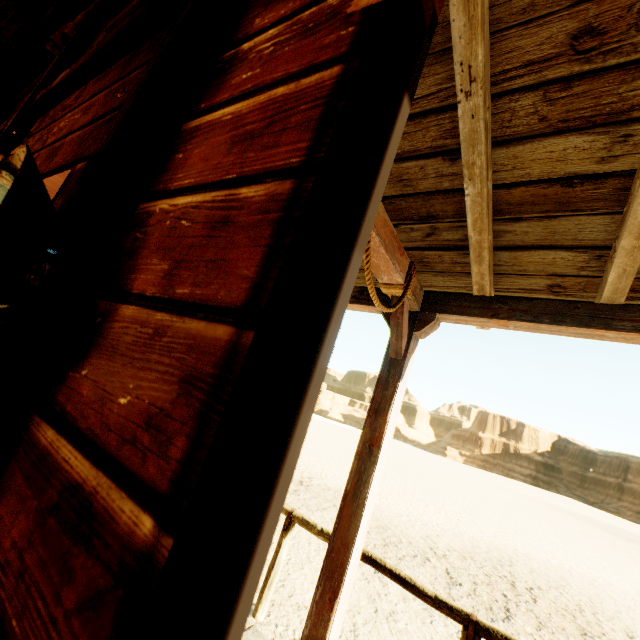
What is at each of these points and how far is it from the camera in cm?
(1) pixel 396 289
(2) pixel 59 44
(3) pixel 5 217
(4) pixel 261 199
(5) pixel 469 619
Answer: (1) rope, 219
(2) curtain, 335
(3) lamp, 50
(4) building, 53
(5) hitch post, 242

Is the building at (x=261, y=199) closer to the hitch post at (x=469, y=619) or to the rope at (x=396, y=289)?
the rope at (x=396, y=289)

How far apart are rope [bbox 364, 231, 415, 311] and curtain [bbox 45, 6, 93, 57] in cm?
346

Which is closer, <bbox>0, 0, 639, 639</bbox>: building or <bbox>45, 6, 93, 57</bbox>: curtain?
<bbox>0, 0, 639, 639</bbox>: building

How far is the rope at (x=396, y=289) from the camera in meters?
1.6

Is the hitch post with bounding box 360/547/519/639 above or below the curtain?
below

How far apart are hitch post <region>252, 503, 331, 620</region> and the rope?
2.4m

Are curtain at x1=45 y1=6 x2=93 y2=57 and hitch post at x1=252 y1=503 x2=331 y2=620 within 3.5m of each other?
no
